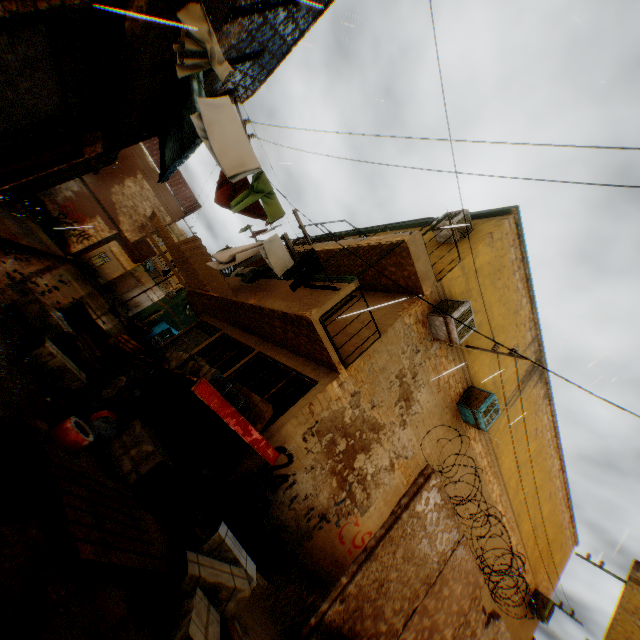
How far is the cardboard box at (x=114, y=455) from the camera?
3.73m

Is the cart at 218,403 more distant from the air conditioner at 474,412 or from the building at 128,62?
the air conditioner at 474,412

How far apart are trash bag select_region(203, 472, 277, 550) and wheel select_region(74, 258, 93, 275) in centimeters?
2544cm

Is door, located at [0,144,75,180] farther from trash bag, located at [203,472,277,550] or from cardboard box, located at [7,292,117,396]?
trash bag, located at [203,472,277,550]

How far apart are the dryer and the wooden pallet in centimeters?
485cm

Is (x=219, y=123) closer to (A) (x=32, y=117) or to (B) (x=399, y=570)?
(A) (x=32, y=117)

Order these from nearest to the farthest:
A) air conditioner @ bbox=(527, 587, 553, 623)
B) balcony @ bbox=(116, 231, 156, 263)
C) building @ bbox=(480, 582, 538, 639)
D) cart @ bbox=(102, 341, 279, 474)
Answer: cart @ bbox=(102, 341, 279, 474) → building @ bbox=(480, 582, 538, 639) → air conditioner @ bbox=(527, 587, 553, 623) → balcony @ bbox=(116, 231, 156, 263)

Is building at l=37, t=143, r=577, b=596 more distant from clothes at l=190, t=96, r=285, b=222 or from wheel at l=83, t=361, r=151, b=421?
wheel at l=83, t=361, r=151, b=421
